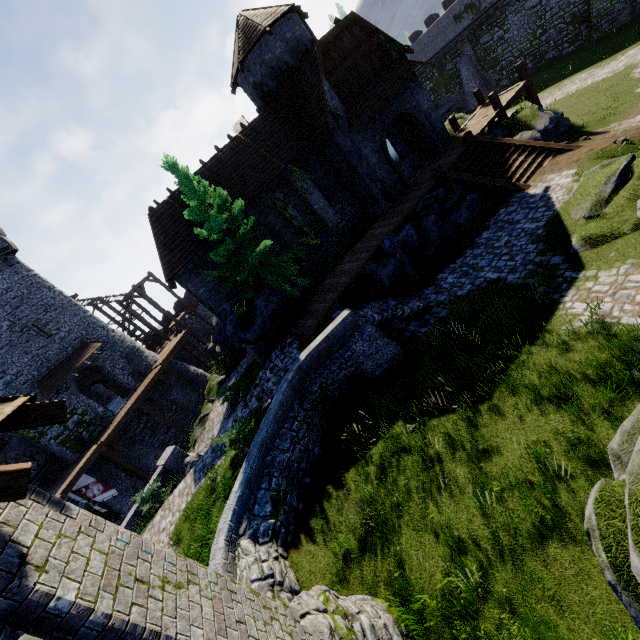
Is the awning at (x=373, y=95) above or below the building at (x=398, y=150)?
above

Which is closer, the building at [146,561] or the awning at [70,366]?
the building at [146,561]

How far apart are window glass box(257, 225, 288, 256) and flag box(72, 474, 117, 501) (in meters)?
18.56

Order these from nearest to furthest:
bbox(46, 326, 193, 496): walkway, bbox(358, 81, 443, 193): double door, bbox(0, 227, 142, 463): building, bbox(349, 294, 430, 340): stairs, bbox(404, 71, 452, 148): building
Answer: bbox(0, 227, 142, 463): building → bbox(349, 294, 430, 340): stairs → bbox(358, 81, 443, 193): double door → bbox(404, 71, 452, 148): building → bbox(46, 326, 193, 496): walkway

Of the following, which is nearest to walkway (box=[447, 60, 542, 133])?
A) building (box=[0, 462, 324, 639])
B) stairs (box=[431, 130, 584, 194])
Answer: stairs (box=[431, 130, 584, 194])

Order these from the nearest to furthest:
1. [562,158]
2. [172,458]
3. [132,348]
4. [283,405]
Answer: [283,405], [562,158], [172,458], [132,348]

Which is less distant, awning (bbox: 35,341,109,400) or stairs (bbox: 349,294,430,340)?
stairs (bbox: 349,294,430,340)

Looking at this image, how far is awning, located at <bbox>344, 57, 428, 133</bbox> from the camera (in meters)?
17.34
